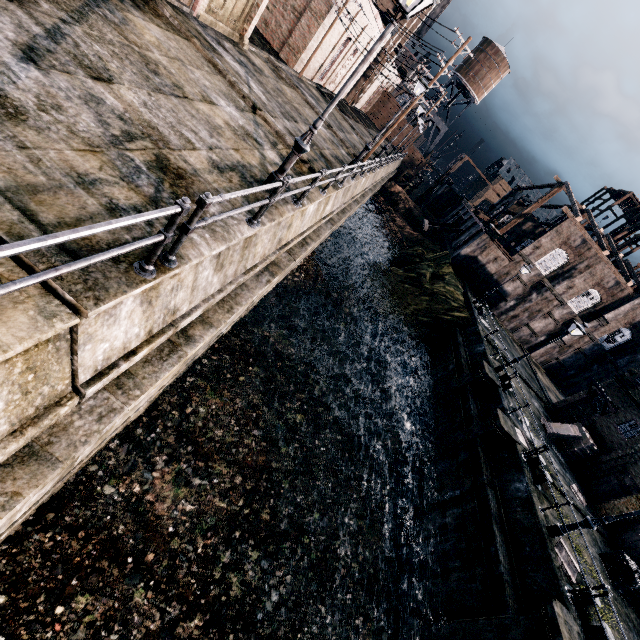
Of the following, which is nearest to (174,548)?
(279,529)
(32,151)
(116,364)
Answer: (279,529)

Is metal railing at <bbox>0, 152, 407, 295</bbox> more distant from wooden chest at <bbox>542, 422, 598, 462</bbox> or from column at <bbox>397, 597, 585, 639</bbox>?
wooden chest at <bbox>542, 422, 598, 462</bbox>

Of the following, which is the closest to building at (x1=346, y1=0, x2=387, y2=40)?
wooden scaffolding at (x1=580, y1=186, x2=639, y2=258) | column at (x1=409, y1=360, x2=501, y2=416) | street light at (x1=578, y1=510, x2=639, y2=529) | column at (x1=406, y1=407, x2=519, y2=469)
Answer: column at (x1=409, y1=360, x2=501, y2=416)

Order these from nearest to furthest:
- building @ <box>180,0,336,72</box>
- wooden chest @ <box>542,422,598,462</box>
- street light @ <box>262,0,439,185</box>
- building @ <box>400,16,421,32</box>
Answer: street light @ <box>262,0,439,185</box> → building @ <box>180,0,336,72</box> → wooden chest @ <box>542,422,598,462</box> → building @ <box>400,16,421,32</box>

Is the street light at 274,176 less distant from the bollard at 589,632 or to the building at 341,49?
the bollard at 589,632

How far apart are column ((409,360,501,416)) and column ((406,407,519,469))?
2.95m

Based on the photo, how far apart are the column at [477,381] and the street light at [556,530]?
8.7m

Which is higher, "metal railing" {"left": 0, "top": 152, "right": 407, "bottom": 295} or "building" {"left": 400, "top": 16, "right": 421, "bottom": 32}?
"building" {"left": 400, "top": 16, "right": 421, "bottom": 32}
